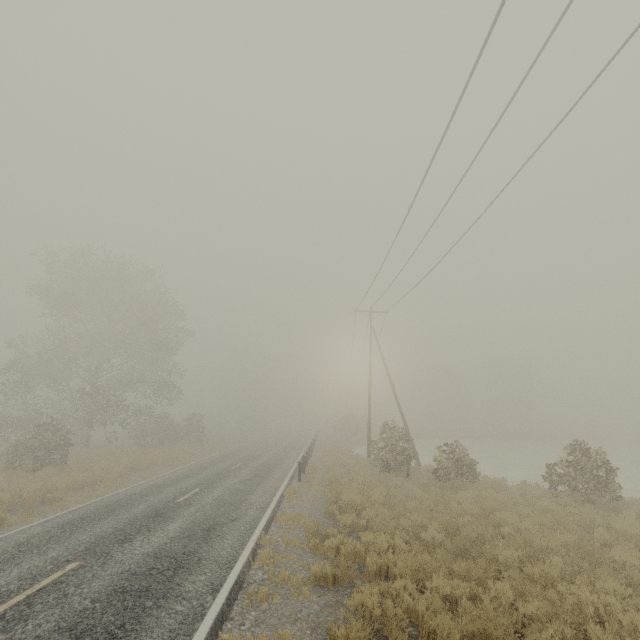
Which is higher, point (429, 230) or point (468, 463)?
point (429, 230)
